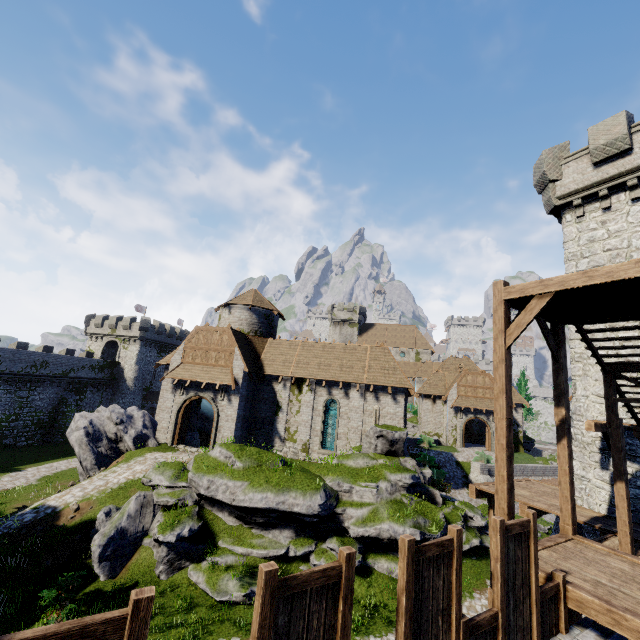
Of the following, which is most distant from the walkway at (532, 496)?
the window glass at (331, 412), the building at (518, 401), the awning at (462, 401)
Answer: the building at (518, 401)

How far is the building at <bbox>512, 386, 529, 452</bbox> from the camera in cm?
3953

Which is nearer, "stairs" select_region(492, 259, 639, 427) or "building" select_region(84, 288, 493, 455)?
"stairs" select_region(492, 259, 639, 427)

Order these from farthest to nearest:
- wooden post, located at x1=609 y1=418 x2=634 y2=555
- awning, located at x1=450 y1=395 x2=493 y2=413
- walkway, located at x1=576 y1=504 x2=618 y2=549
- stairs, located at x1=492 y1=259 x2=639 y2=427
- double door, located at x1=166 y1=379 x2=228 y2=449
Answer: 1. awning, located at x1=450 y1=395 x2=493 y2=413
2. double door, located at x1=166 y1=379 x2=228 y2=449
3. walkway, located at x1=576 y1=504 x2=618 y2=549
4. wooden post, located at x1=609 y1=418 x2=634 y2=555
5. stairs, located at x1=492 y1=259 x2=639 y2=427

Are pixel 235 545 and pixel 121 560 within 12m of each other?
yes

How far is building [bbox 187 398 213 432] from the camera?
27.1 meters

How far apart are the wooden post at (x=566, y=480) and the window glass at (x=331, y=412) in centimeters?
1731cm

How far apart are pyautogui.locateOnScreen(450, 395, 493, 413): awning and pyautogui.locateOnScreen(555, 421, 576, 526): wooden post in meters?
31.7 m
